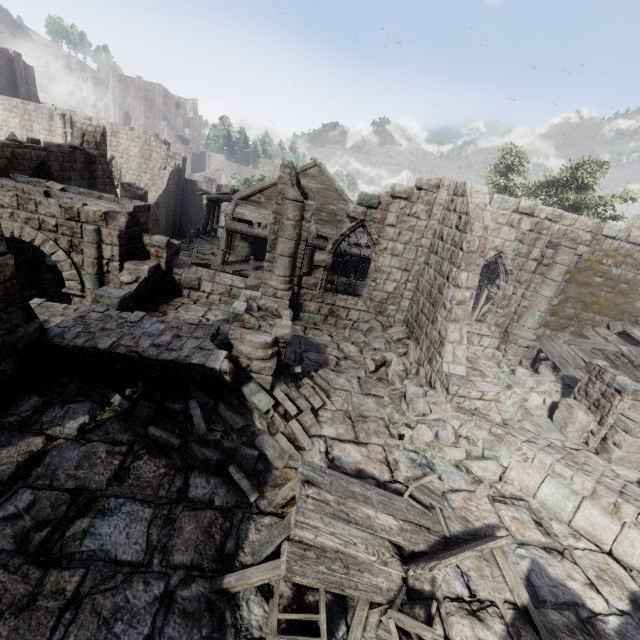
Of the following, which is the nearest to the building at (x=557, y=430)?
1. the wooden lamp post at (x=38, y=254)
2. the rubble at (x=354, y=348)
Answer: the rubble at (x=354, y=348)

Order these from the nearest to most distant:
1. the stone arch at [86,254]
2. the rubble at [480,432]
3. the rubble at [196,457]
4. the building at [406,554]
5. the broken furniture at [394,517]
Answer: the broken furniture at [394,517]
the building at [406,554]
the rubble at [196,457]
the rubble at [480,432]
the stone arch at [86,254]

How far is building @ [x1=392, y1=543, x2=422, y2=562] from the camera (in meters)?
4.91

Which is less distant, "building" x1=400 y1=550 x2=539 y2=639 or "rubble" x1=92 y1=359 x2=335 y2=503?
"building" x1=400 y1=550 x2=539 y2=639

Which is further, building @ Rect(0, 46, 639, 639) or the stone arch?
the stone arch

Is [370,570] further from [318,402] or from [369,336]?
[369,336]

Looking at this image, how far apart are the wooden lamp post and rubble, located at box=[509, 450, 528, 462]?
16.74m
